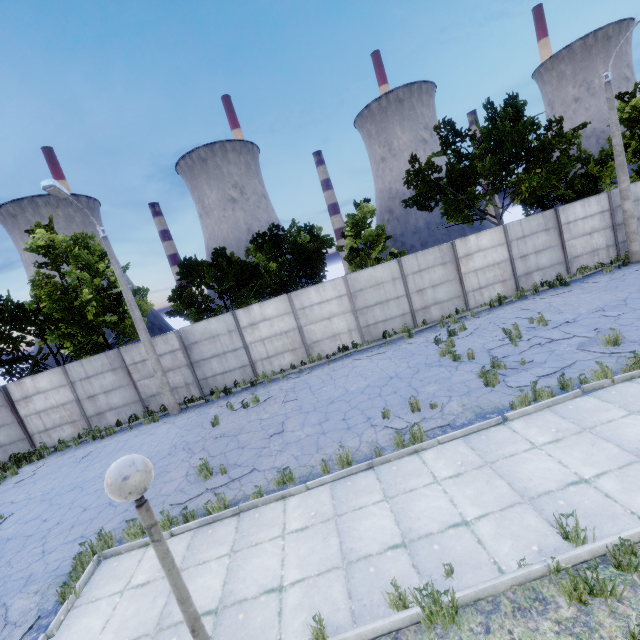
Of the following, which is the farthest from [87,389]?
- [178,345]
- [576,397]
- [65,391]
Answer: [576,397]

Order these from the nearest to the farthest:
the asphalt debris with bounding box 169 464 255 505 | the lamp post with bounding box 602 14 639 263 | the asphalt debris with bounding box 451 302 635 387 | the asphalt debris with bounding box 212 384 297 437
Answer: the asphalt debris with bounding box 169 464 255 505 < the asphalt debris with bounding box 451 302 635 387 < the asphalt debris with bounding box 212 384 297 437 < the lamp post with bounding box 602 14 639 263

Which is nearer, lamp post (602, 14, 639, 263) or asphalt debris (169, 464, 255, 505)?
asphalt debris (169, 464, 255, 505)

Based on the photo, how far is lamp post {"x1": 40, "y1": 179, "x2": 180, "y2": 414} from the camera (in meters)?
11.74

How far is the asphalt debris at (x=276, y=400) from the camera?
11.38m

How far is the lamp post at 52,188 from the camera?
11.7m

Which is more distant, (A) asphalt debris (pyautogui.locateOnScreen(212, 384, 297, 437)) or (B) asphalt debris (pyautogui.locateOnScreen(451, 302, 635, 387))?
(A) asphalt debris (pyautogui.locateOnScreen(212, 384, 297, 437))

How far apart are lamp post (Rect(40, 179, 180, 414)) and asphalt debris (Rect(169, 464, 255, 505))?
7.0 meters
